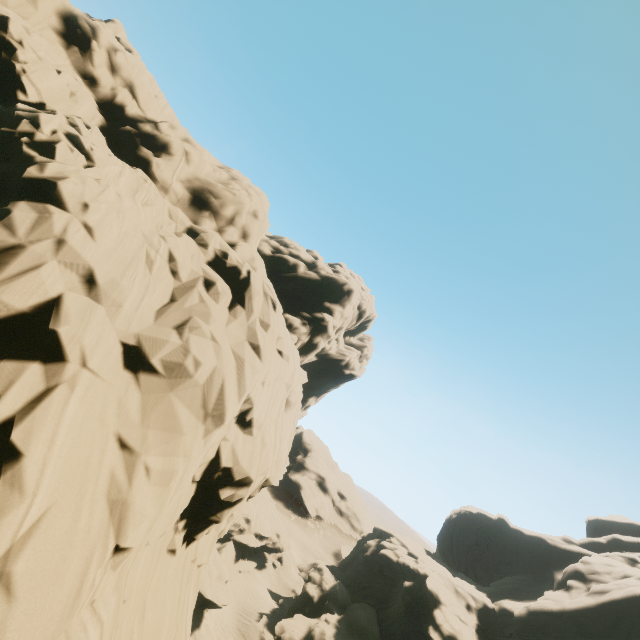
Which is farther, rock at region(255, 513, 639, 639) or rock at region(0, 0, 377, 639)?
rock at region(255, 513, 639, 639)

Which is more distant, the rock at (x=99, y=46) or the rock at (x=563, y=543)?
the rock at (x=563, y=543)

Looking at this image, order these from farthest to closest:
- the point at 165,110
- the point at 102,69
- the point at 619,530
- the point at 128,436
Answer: the point at 619,530 → the point at 165,110 → the point at 102,69 → the point at 128,436
